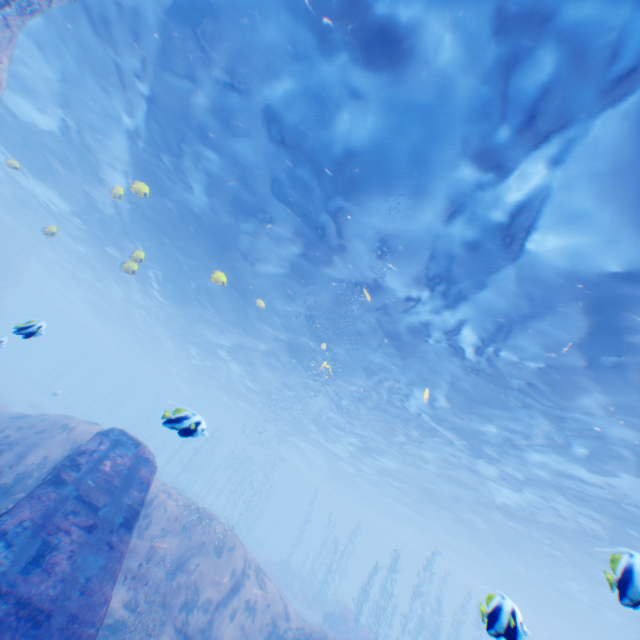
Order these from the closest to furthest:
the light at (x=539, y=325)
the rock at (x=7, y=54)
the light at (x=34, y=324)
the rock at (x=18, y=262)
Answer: the light at (x=34, y=324), the light at (x=539, y=325), the rock at (x=7, y=54), the rock at (x=18, y=262)

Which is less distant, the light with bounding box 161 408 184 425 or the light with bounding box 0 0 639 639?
the light with bounding box 161 408 184 425

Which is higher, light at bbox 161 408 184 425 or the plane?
light at bbox 161 408 184 425

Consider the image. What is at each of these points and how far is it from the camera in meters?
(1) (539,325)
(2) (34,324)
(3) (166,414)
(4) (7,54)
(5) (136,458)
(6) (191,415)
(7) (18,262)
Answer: (1) light, 10.1 m
(2) light, 4.6 m
(3) light, 4.8 m
(4) rock, 8.9 m
(5) plane, 8.1 m
(6) light, 4.9 m
(7) rock, 37.0 m

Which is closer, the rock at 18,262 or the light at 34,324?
the light at 34,324

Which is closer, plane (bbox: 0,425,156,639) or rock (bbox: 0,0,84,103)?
plane (bbox: 0,425,156,639)

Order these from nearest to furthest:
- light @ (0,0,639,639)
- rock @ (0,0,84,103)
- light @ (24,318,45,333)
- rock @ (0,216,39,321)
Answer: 1. light @ (24,318,45,333)
2. light @ (0,0,639,639)
3. rock @ (0,0,84,103)
4. rock @ (0,216,39,321)

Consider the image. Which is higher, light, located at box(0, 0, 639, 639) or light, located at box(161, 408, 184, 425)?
light, located at box(0, 0, 639, 639)
